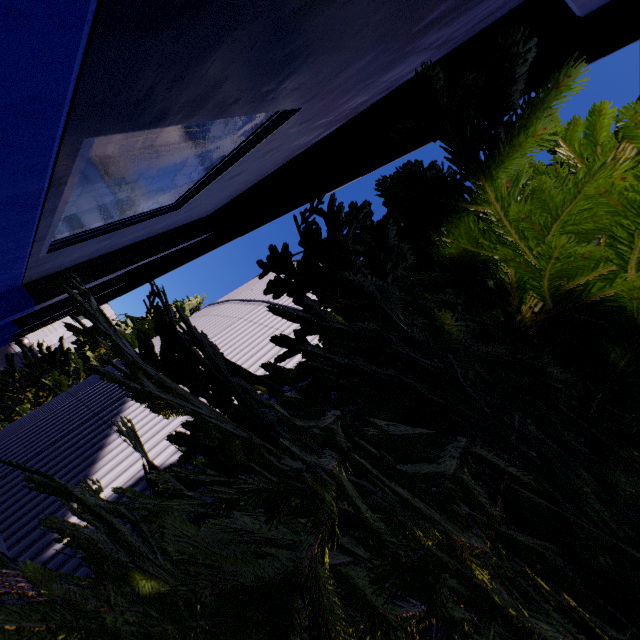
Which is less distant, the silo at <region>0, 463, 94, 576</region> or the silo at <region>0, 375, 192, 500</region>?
the silo at <region>0, 463, 94, 576</region>

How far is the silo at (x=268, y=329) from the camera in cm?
678

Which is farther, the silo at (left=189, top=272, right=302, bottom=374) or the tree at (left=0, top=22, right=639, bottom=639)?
the silo at (left=189, top=272, right=302, bottom=374)

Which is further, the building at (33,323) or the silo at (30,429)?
the silo at (30,429)

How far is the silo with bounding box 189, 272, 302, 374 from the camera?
6.8m

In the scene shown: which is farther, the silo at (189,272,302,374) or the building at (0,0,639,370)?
the silo at (189,272,302,374)

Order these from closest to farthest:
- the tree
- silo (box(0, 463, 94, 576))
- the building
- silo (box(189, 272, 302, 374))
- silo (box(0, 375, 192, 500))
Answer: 1. the tree
2. the building
3. silo (box(0, 463, 94, 576))
4. silo (box(0, 375, 192, 500))
5. silo (box(189, 272, 302, 374))

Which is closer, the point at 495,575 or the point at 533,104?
the point at 533,104
